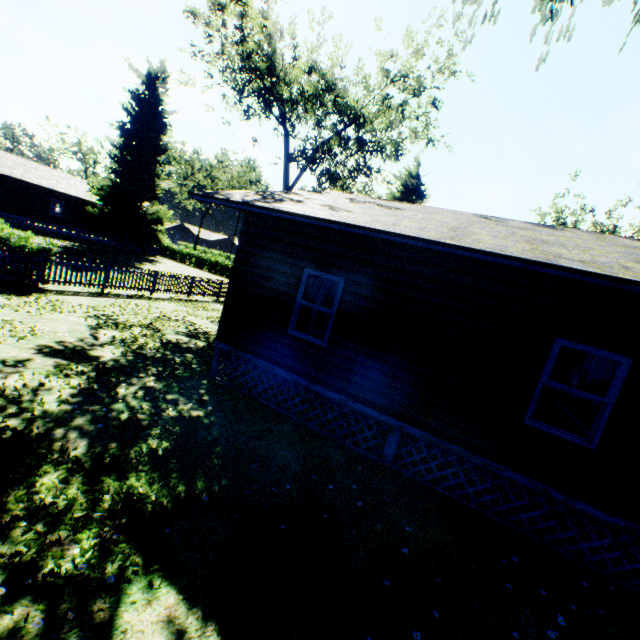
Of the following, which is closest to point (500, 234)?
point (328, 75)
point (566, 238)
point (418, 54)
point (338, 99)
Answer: point (566, 238)

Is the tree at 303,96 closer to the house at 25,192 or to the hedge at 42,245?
the hedge at 42,245

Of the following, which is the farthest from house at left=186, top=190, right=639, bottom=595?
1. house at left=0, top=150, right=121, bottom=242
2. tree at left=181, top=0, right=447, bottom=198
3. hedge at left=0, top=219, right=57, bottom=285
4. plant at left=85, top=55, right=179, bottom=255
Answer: house at left=0, top=150, right=121, bottom=242

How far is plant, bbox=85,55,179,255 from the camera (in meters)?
33.19

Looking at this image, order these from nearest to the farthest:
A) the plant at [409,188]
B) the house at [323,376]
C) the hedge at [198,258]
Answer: the house at [323,376] → the plant at [409,188] → the hedge at [198,258]

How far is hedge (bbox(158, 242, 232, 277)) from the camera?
40.28m

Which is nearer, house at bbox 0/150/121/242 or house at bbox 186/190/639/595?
house at bbox 186/190/639/595

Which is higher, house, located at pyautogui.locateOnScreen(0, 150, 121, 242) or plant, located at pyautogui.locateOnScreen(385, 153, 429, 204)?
plant, located at pyautogui.locateOnScreen(385, 153, 429, 204)
